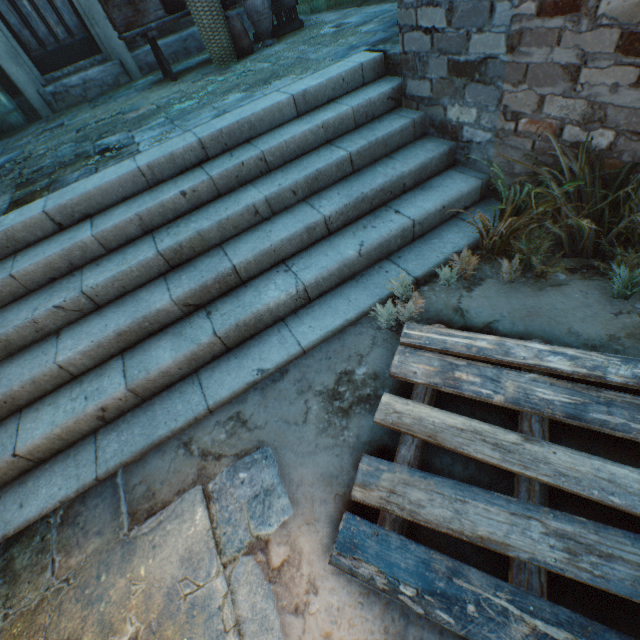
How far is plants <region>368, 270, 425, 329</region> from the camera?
2.3m

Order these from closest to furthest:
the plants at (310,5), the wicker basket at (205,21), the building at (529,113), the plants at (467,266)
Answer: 1. the building at (529,113)
2. the plants at (467,266)
3. the wicker basket at (205,21)
4. the plants at (310,5)

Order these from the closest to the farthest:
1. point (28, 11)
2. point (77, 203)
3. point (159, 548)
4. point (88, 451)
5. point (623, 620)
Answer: point (623, 620) → point (159, 548) → point (88, 451) → point (77, 203) → point (28, 11)

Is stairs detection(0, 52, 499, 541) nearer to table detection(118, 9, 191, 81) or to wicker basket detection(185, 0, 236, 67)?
wicker basket detection(185, 0, 236, 67)

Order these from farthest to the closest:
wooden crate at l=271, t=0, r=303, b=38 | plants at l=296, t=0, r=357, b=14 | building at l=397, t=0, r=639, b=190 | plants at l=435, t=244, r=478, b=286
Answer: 1. plants at l=296, t=0, r=357, b=14
2. wooden crate at l=271, t=0, r=303, b=38
3. plants at l=435, t=244, r=478, b=286
4. building at l=397, t=0, r=639, b=190

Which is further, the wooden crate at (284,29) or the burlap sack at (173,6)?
the wooden crate at (284,29)

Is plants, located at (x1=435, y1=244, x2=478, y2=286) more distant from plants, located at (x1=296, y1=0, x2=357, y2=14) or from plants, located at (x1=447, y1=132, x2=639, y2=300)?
plants, located at (x1=296, y1=0, x2=357, y2=14)

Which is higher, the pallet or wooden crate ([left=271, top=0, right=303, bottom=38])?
wooden crate ([left=271, top=0, right=303, bottom=38])
